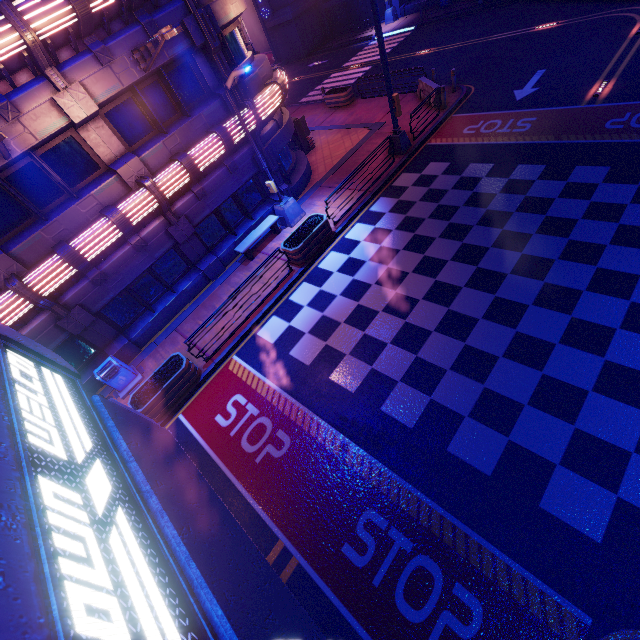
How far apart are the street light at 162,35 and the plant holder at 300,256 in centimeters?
667cm

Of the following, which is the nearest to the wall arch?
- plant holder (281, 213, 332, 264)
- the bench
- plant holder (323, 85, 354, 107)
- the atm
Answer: plant holder (323, 85, 354, 107)

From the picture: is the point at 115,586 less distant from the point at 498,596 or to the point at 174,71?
the point at 498,596

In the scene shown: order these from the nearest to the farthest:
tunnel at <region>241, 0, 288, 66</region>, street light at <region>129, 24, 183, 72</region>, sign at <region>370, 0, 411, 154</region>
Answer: street light at <region>129, 24, 183, 72</region>, sign at <region>370, 0, 411, 154</region>, tunnel at <region>241, 0, 288, 66</region>

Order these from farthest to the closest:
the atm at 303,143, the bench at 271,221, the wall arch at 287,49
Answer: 1. the wall arch at 287,49
2. the atm at 303,143
3. the bench at 271,221

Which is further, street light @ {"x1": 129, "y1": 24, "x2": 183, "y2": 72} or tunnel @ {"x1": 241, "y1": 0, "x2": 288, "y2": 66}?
tunnel @ {"x1": 241, "y1": 0, "x2": 288, "y2": 66}

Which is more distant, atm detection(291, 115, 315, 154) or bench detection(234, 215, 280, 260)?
atm detection(291, 115, 315, 154)

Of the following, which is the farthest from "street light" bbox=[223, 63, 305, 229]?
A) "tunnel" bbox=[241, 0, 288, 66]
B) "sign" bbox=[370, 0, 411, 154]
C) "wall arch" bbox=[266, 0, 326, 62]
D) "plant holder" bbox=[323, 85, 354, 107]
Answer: "tunnel" bbox=[241, 0, 288, 66]
